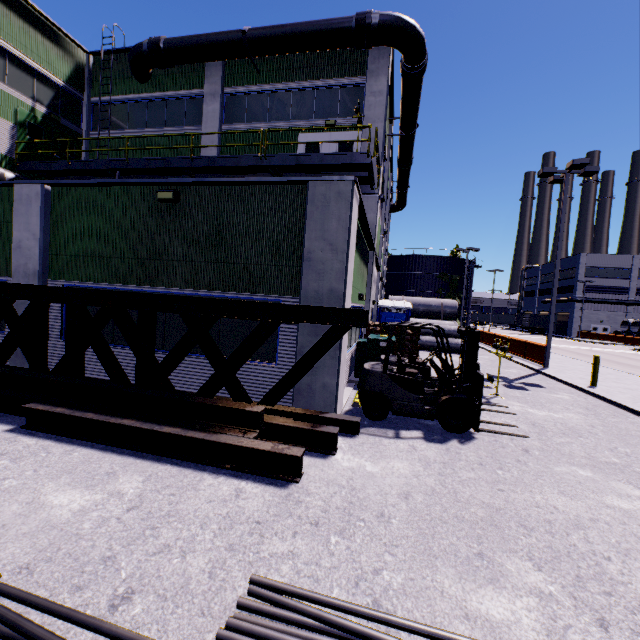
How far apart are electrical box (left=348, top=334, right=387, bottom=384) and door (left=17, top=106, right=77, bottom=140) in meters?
17.7

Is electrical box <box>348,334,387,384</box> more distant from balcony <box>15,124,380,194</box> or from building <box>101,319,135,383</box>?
balcony <box>15,124,380,194</box>

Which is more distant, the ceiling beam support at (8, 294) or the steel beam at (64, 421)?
the ceiling beam support at (8, 294)

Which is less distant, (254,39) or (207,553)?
(207,553)

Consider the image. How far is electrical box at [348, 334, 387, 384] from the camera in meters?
10.2

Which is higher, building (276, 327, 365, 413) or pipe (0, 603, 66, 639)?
building (276, 327, 365, 413)

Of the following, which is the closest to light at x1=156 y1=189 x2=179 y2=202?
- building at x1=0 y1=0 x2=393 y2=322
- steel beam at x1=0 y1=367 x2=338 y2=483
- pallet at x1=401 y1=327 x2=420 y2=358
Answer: building at x1=0 y1=0 x2=393 y2=322

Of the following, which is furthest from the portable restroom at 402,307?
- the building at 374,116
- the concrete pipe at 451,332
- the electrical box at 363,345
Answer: the electrical box at 363,345
